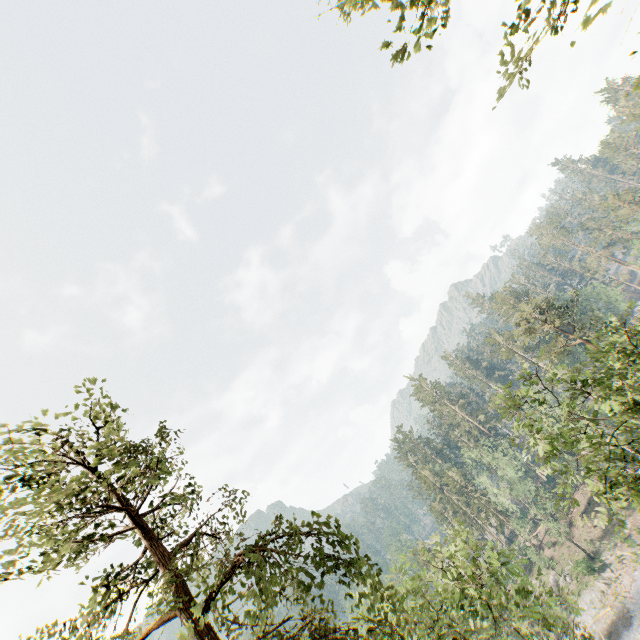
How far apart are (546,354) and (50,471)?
46.1 meters

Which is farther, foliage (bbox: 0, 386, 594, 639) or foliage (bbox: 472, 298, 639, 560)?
foliage (bbox: 472, 298, 639, 560)

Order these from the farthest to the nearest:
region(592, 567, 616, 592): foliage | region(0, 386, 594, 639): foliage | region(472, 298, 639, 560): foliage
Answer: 1. region(592, 567, 616, 592): foliage
2. region(472, 298, 639, 560): foliage
3. region(0, 386, 594, 639): foliage

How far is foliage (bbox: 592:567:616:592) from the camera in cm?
4297

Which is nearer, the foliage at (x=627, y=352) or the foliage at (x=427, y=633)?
the foliage at (x=427, y=633)

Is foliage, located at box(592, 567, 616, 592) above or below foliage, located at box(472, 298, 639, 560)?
below
